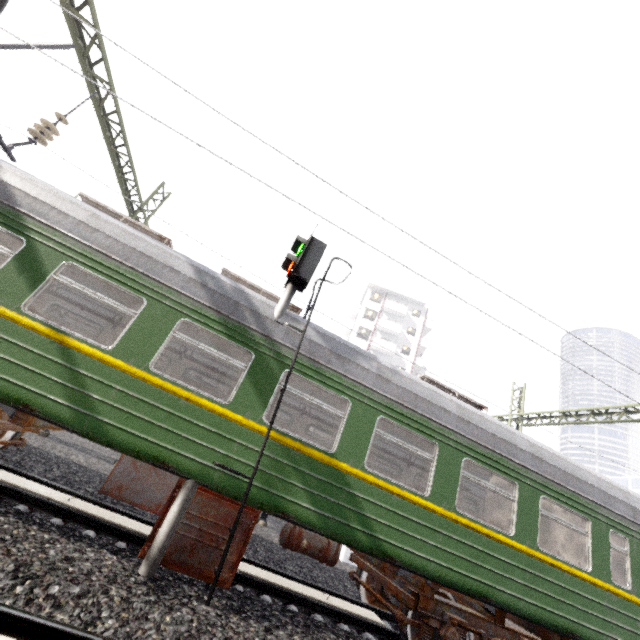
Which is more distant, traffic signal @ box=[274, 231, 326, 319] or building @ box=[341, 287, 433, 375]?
building @ box=[341, 287, 433, 375]

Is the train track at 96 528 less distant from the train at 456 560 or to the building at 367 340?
the train at 456 560

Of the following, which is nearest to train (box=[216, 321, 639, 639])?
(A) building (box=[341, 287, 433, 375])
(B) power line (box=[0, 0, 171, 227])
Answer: (B) power line (box=[0, 0, 171, 227])

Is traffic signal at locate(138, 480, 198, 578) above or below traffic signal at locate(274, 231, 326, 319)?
below

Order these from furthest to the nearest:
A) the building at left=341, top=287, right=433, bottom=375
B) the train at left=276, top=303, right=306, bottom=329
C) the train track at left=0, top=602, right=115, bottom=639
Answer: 1. the building at left=341, top=287, right=433, bottom=375
2. the train at left=276, top=303, right=306, bottom=329
3. the train track at left=0, top=602, right=115, bottom=639

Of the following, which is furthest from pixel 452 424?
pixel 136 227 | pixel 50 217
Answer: pixel 50 217

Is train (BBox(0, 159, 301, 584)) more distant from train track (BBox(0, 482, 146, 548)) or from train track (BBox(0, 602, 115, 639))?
train track (BBox(0, 602, 115, 639))

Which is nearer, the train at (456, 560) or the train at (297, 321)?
the train at (456, 560)
